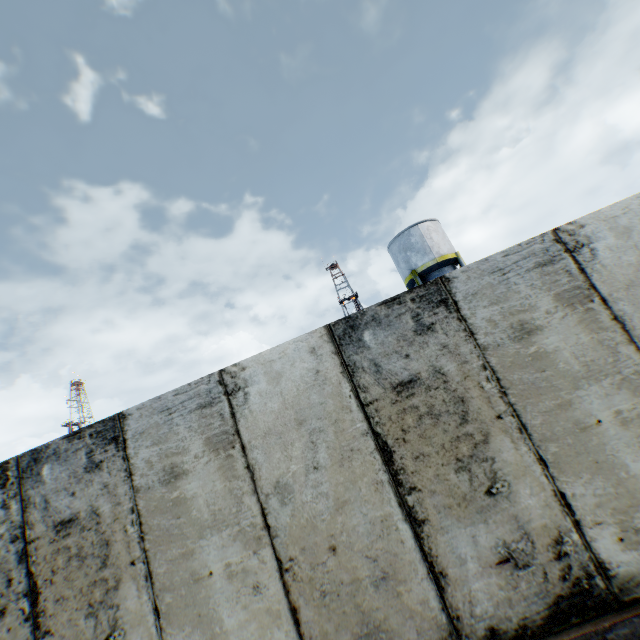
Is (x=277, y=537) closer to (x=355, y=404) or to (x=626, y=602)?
(x=355, y=404)

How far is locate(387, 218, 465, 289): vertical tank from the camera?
21.4 meters

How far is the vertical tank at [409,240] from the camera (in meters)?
21.42
